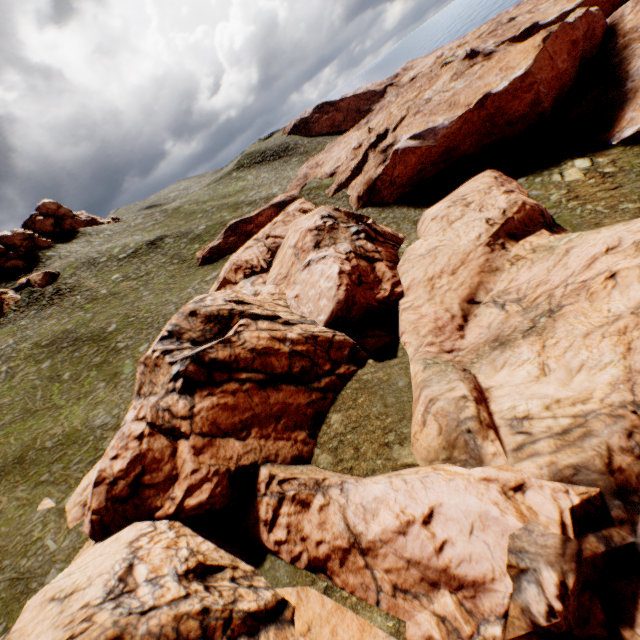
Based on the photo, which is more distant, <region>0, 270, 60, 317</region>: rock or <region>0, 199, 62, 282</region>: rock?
<region>0, 199, 62, 282</region>: rock

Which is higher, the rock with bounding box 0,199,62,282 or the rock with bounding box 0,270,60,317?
the rock with bounding box 0,199,62,282

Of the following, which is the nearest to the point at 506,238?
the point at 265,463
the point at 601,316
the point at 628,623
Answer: the point at 601,316

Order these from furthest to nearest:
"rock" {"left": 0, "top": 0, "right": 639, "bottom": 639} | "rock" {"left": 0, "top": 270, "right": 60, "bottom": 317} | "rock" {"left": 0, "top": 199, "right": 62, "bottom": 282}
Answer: "rock" {"left": 0, "top": 199, "right": 62, "bottom": 282}, "rock" {"left": 0, "top": 270, "right": 60, "bottom": 317}, "rock" {"left": 0, "top": 0, "right": 639, "bottom": 639}

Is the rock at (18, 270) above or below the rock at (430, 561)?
above

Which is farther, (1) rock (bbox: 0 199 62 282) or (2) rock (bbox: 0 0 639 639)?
(1) rock (bbox: 0 199 62 282)
